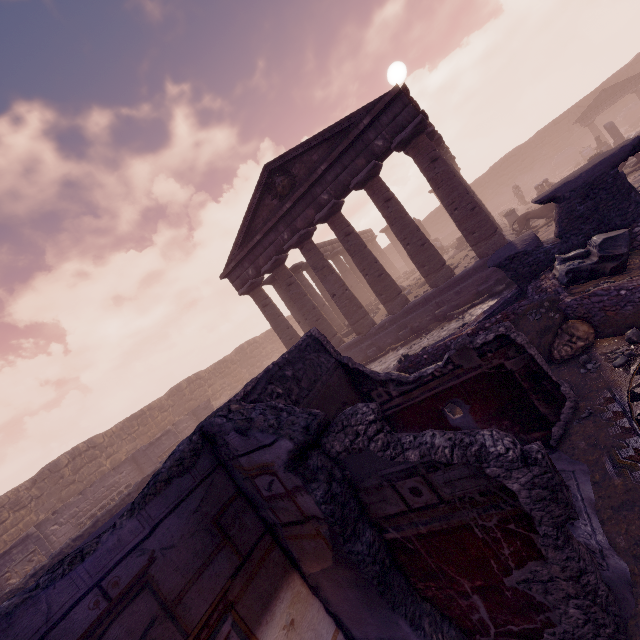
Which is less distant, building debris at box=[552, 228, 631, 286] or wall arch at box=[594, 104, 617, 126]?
building debris at box=[552, 228, 631, 286]

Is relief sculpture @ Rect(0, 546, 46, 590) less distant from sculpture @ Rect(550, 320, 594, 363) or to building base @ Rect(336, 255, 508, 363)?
building base @ Rect(336, 255, 508, 363)

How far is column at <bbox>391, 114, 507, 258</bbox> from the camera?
11.49m

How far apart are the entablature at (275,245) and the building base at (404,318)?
5.3m

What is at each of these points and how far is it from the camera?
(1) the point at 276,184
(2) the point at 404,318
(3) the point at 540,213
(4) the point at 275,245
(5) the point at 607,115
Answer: (1) relief sculpture, 14.28m
(2) building base, 13.70m
(3) sculpture, 14.77m
(4) entablature, 15.32m
(5) wall arch, 31.28m

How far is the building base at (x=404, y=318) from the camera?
11.78m

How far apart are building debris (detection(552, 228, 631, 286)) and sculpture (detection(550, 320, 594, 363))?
1.2 meters

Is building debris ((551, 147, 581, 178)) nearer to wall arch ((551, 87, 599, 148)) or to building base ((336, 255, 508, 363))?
wall arch ((551, 87, 599, 148))
